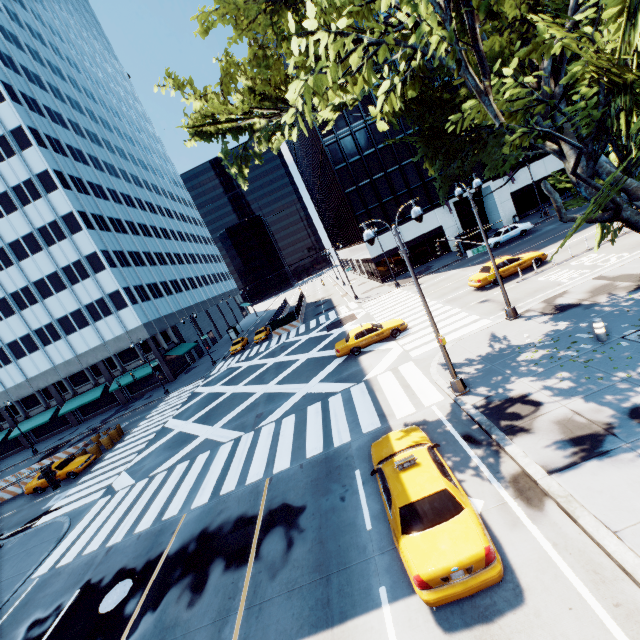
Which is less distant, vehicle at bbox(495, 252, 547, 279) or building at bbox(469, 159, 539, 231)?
vehicle at bbox(495, 252, 547, 279)

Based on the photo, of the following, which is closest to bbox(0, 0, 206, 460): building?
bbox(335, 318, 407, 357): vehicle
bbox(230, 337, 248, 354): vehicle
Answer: bbox(230, 337, 248, 354): vehicle

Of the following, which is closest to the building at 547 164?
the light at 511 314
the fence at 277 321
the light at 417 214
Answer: the fence at 277 321

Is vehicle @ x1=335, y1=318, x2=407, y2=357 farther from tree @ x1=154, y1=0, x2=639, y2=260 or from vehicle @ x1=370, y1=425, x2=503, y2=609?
vehicle @ x1=370, y1=425, x2=503, y2=609

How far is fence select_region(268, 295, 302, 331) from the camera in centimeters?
4259cm

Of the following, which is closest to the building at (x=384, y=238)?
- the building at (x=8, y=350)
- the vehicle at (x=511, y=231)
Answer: the vehicle at (x=511, y=231)

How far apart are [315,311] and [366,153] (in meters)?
22.22

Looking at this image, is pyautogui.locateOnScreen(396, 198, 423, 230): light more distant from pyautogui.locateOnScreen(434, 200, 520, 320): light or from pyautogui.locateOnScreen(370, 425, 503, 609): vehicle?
pyautogui.locateOnScreen(434, 200, 520, 320): light
